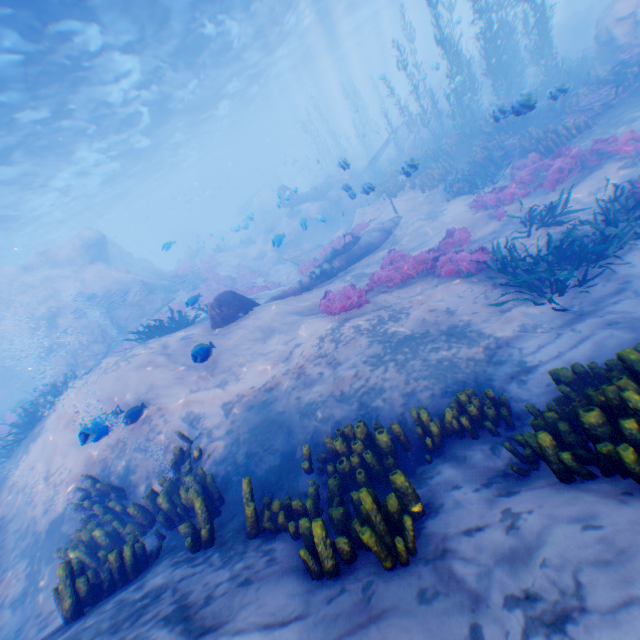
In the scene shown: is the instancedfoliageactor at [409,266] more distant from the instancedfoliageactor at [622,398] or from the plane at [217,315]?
the plane at [217,315]

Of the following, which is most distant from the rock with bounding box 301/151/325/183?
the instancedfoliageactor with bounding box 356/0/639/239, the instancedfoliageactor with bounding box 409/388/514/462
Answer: the instancedfoliageactor with bounding box 409/388/514/462

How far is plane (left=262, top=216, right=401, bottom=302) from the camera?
12.15m

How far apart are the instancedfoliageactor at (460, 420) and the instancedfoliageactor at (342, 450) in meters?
1.2 m

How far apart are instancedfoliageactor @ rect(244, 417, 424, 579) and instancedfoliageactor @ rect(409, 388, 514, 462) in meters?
1.2

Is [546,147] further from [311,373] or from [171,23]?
[171,23]

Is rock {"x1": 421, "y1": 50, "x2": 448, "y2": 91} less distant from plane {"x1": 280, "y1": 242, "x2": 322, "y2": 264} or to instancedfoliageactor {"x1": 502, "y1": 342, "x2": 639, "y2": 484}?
plane {"x1": 280, "y1": 242, "x2": 322, "y2": 264}
